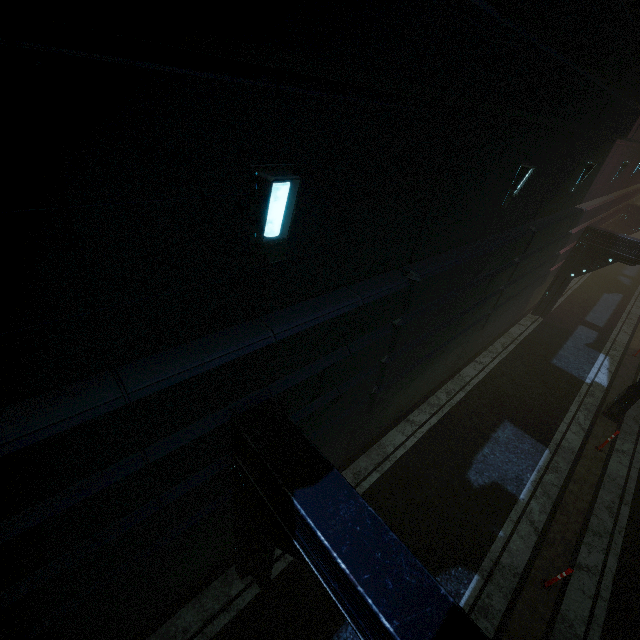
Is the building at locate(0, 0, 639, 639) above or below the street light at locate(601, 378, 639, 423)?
above

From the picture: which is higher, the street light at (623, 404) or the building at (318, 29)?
the building at (318, 29)

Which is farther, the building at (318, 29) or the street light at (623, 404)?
the street light at (623, 404)

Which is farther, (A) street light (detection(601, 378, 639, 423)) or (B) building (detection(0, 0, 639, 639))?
(A) street light (detection(601, 378, 639, 423))

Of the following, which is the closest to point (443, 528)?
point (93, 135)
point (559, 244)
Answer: point (93, 135)
